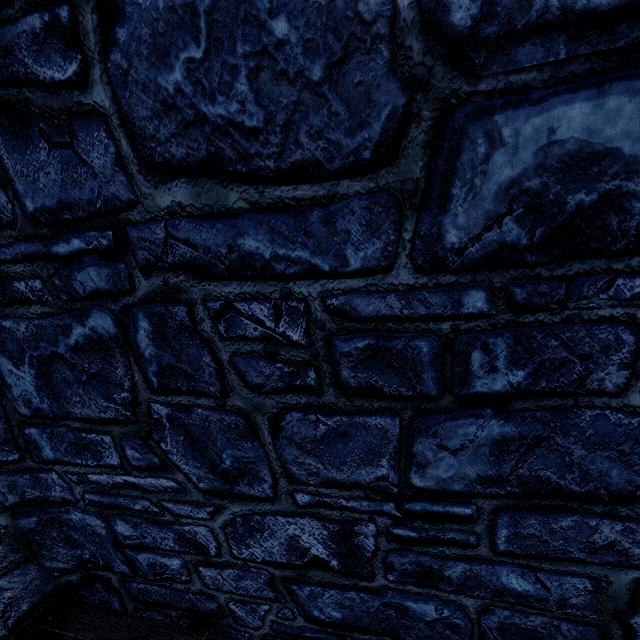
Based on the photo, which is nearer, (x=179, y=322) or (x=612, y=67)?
(x=612, y=67)
